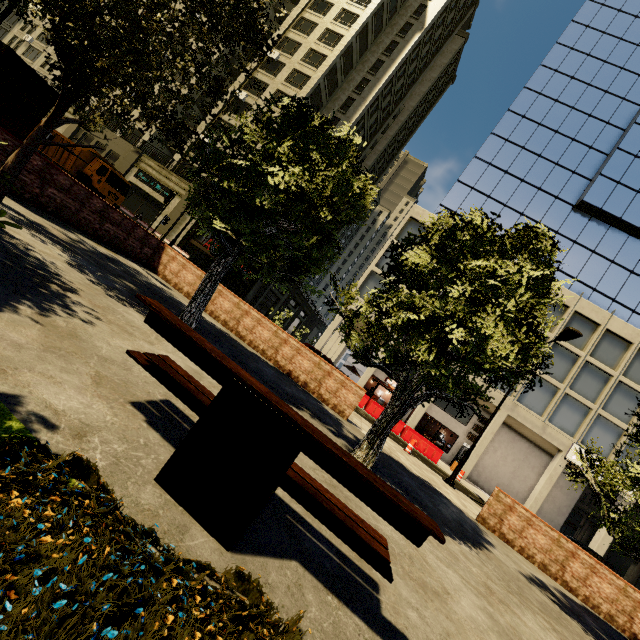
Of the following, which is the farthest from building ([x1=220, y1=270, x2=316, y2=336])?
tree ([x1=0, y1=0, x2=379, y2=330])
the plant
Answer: the plant

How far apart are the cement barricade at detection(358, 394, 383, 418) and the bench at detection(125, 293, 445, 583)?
19.01m

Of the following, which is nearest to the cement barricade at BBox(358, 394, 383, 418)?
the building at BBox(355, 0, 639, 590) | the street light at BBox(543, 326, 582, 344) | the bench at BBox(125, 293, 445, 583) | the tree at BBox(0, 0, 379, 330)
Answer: the building at BBox(355, 0, 639, 590)

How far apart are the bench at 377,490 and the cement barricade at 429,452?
19.0m

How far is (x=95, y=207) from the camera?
10.1 meters

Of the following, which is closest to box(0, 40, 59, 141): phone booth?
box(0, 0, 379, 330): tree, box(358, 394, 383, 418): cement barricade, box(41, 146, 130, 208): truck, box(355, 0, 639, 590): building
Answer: box(0, 0, 379, 330): tree

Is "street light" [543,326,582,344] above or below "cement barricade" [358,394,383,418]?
above
